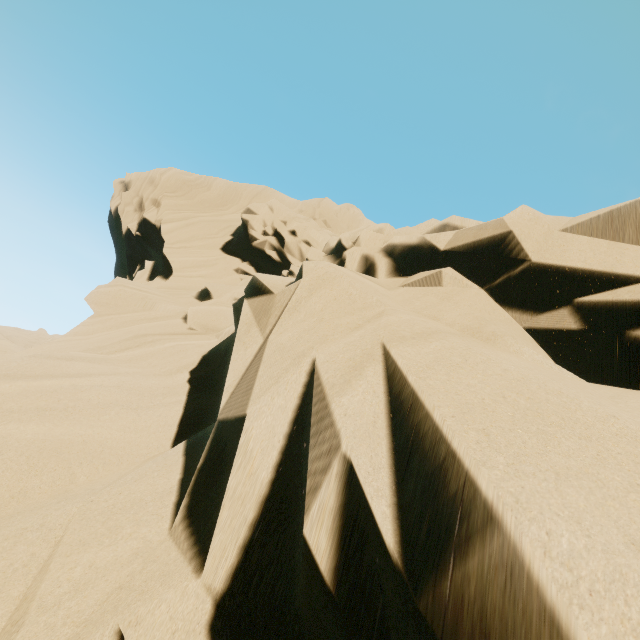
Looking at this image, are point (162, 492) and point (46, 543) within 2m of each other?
yes
